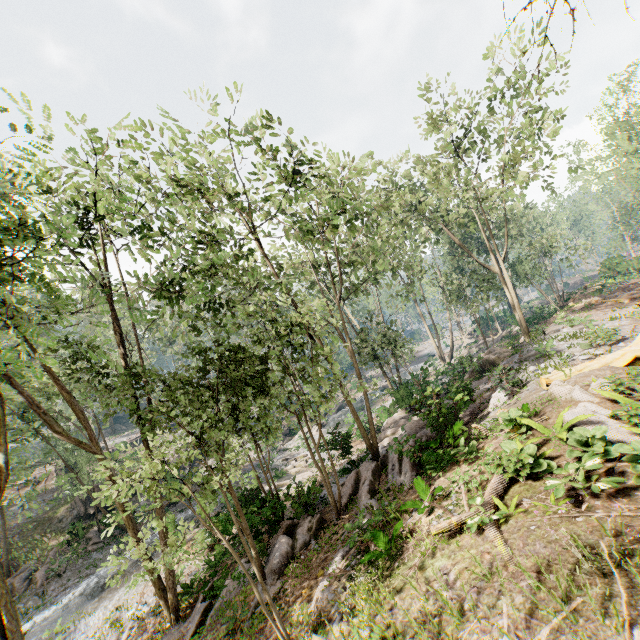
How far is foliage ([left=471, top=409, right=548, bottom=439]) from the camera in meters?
10.0

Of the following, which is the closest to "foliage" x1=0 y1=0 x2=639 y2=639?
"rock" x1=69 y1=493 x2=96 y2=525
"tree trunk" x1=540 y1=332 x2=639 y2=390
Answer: "rock" x1=69 y1=493 x2=96 y2=525

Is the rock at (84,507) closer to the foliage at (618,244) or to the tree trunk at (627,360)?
the foliage at (618,244)

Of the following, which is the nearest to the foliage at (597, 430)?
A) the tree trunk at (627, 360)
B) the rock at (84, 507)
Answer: the rock at (84, 507)

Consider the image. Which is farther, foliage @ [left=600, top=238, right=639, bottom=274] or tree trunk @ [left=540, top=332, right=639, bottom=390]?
foliage @ [left=600, top=238, right=639, bottom=274]

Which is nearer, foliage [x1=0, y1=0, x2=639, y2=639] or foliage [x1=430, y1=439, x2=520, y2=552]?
foliage [x1=430, y1=439, x2=520, y2=552]

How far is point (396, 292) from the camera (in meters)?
29.64
